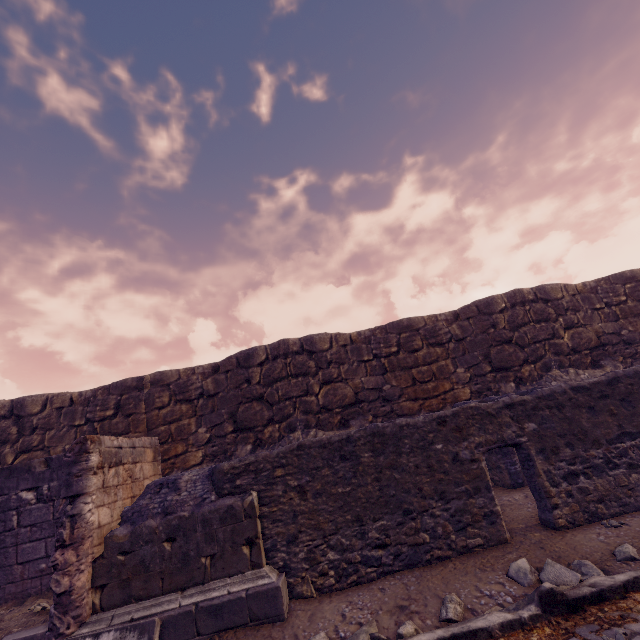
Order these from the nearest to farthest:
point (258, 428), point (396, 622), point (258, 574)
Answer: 1. point (396, 622)
2. point (258, 574)
3. point (258, 428)

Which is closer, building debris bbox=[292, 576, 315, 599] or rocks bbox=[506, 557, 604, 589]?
rocks bbox=[506, 557, 604, 589]

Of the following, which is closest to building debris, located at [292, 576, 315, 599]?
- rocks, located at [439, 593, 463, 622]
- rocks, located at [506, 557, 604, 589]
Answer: rocks, located at [439, 593, 463, 622]

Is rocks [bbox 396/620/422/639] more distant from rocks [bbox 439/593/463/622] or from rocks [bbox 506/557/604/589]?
rocks [bbox 506/557/604/589]

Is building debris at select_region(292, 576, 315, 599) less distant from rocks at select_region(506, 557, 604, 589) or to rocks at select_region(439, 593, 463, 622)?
rocks at select_region(439, 593, 463, 622)

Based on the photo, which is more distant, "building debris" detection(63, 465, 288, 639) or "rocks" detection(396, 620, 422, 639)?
"building debris" detection(63, 465, 288, 639)

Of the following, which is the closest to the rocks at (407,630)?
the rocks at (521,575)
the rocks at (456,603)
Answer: the rocks at (456,603)

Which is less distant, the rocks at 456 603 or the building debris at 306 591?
the rocks at 456 603
